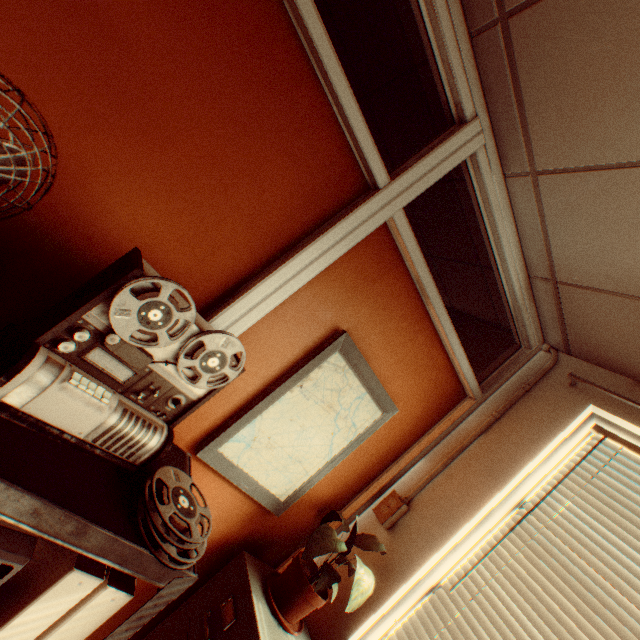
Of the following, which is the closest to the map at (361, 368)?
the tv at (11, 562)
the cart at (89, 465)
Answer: the cart at (89, 465)

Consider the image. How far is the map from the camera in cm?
166

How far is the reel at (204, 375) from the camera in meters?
1.1

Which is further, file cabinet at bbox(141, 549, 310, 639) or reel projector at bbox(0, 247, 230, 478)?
file cabinet at bbox(141, 549, 310, 639)

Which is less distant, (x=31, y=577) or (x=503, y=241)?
(x=31, y=577)

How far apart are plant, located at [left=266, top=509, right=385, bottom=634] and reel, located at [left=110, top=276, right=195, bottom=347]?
1.1 meters

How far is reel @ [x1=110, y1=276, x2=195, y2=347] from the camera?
0.91m

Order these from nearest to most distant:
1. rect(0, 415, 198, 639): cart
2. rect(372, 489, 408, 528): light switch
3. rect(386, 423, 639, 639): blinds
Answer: rect(0, 415, 198, 639): cart < rect(386, 423, 639, 639): blinds < rect(372, 489, 408, 528): light switch
